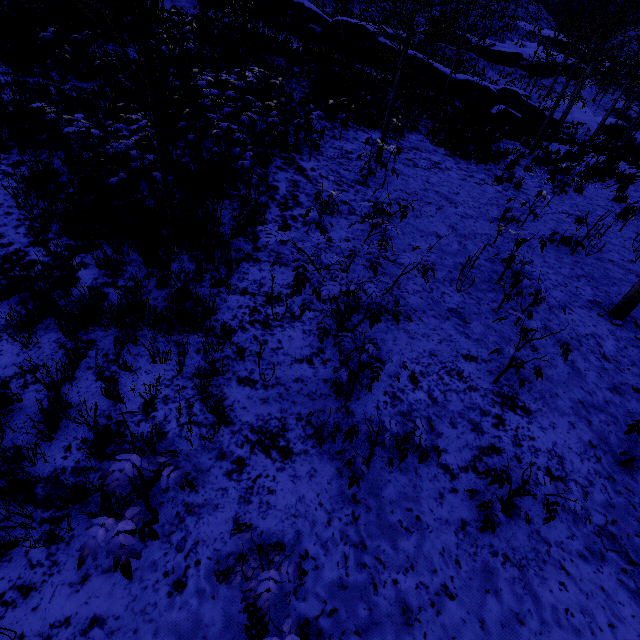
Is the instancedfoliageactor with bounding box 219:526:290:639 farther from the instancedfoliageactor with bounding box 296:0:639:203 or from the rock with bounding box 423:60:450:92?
the rock with bounding box 423:60:450:92

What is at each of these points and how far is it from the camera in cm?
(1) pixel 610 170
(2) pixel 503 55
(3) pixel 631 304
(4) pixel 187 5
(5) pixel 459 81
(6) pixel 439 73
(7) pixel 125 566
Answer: (1) instancedfoliageactor, 1416
(2) rock, 3994
(3) instancedfoliageactor, 534
(4) rock, 1838
(5) rock, 2197
(6) rock, 2153
(7) instancedfoliageactor, 173

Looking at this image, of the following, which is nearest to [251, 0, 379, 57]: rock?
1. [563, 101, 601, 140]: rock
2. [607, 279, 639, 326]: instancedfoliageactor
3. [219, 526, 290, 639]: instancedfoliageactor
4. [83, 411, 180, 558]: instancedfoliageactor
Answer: [563, 101, 601, 140]: rock

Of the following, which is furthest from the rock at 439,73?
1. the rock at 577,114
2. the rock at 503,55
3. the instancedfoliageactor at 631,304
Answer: the instancedfoliageactor at 631,304

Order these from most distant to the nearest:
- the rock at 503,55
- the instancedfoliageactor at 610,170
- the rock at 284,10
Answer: the rock at 503,55, the rock at 284,10, the instancedfoliageactor at 610,170

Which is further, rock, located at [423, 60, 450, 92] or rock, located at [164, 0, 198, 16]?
rock, located at [423, 60, 450, 92]

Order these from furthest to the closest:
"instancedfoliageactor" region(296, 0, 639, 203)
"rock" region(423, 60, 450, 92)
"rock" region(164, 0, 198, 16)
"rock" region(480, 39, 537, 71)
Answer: "rock" region(480, 39, 537, 71) → "rock" region(423, 60, 450, 92) → "rock" region(164, 0, 198, 16) → "instancedfoliageactor" region(296, 0, 639, 203)

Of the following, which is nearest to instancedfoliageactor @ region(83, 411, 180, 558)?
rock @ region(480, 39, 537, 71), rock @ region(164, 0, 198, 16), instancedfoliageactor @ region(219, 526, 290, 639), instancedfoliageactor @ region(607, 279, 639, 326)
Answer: instancedfoliageactor @ region(219, 526, 290, 639)
